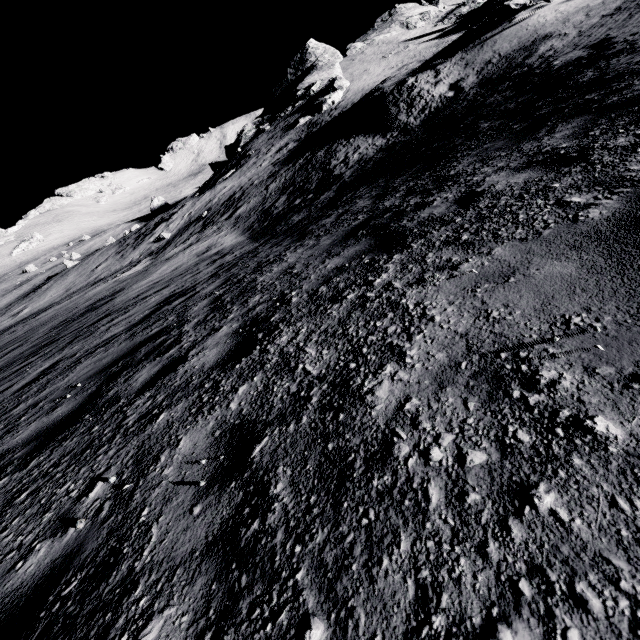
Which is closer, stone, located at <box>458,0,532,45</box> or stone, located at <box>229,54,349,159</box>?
stone, located at <box>458,0,532,45</box>

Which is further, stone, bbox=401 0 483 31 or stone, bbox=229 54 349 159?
stone, bbox=401 0 483 31

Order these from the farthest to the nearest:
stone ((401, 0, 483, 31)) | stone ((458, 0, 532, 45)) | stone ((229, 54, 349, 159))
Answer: stone ((401, 0, 483, 31))
stone ((229, 54, 349, 159))
stone ((458, 0, 532, 45))

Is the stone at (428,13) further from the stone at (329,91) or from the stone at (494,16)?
the stone at (494,16)

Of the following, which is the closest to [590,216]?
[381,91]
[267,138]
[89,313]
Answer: [89,313]

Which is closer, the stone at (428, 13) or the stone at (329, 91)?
the stone at (329, 91)

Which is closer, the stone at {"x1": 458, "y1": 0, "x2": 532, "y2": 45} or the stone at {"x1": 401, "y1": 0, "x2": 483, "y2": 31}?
the stone at {"x1": 458, "y1": 0, "x2": 532, "y2": 45}

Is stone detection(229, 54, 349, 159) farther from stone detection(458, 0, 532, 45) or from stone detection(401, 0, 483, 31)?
stone detection(458, 0, 532, 45)
